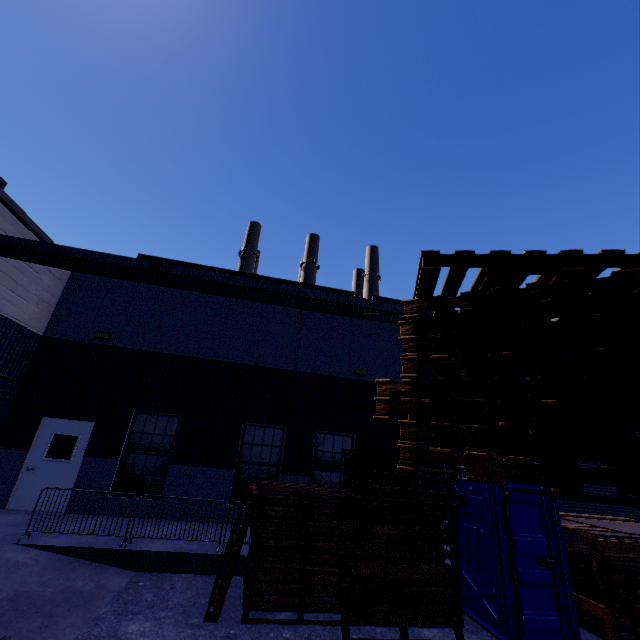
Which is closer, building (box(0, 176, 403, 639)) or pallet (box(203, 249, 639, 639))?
pallet (box(203, 249, 639, 639))

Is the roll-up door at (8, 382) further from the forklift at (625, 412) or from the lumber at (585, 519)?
the lumber at (585, 519)

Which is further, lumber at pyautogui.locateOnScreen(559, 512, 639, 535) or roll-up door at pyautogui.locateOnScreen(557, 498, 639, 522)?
roll-up door at pyautogui.locateOnScreen(557, 498, 639, 522)

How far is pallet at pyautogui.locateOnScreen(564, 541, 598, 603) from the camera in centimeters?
610cm

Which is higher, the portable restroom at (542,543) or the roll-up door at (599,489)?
the roll-up door at (599,489)

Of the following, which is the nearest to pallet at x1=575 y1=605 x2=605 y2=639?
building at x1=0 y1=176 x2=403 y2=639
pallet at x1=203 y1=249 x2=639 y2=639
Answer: building at x1=0 y1=176 x2=403 y2=639

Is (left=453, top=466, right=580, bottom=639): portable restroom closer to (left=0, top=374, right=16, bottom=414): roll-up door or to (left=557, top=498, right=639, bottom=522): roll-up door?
(left=557, top=498, right=639, bottom=522): roll-up door

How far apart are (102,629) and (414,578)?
4.8m
